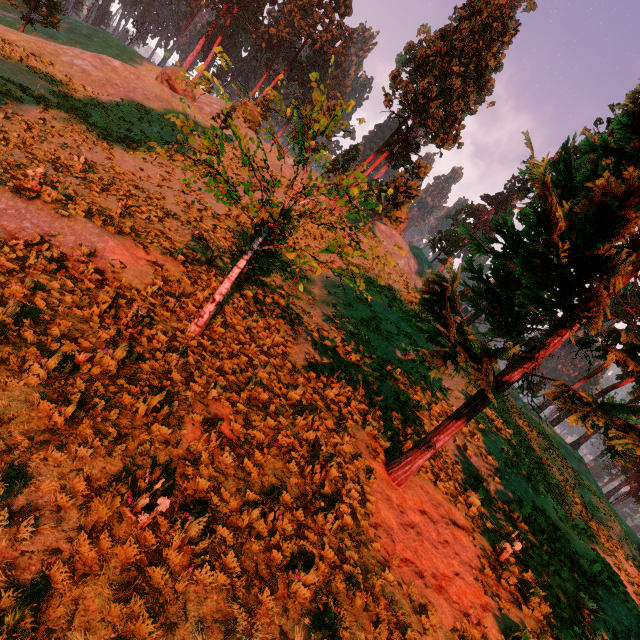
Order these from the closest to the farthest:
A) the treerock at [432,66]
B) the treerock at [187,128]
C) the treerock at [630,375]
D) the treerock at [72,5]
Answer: the treerock at [630,375] < the treerock at [187,128] < the treerock at [432,66] < the treerock at [72,5]

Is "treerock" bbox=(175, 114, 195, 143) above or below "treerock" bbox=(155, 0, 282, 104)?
below

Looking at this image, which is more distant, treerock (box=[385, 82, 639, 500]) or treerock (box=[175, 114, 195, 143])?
treerock (box=[175, 114, 195, 143])

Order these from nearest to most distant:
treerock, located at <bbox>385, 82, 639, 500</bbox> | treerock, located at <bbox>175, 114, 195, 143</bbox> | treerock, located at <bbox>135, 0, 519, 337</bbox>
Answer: treerock, located at <bbox>385, 82, 639, 500</bbox> < treerock, located at <bbox>175, 114, 195, 143</bbox> < treerock, located at <bbox>135, 0, 519, 337</bbox>

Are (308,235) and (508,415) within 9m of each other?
no

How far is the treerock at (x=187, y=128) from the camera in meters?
6.9
